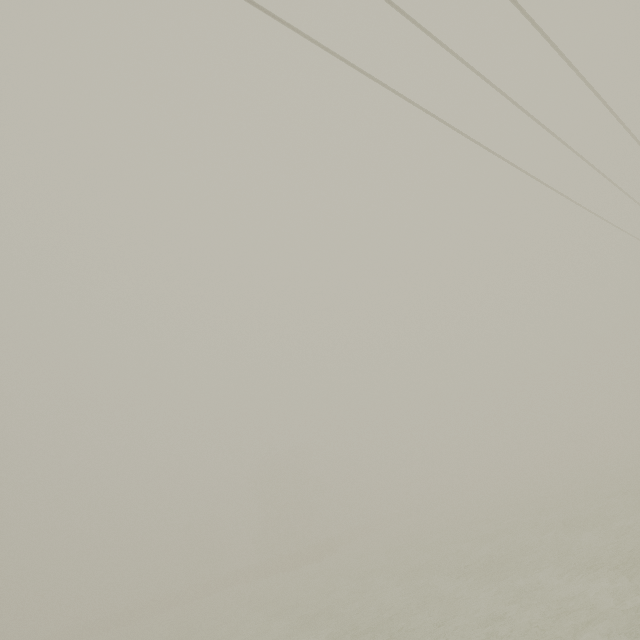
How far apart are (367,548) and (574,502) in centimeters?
2267cm
